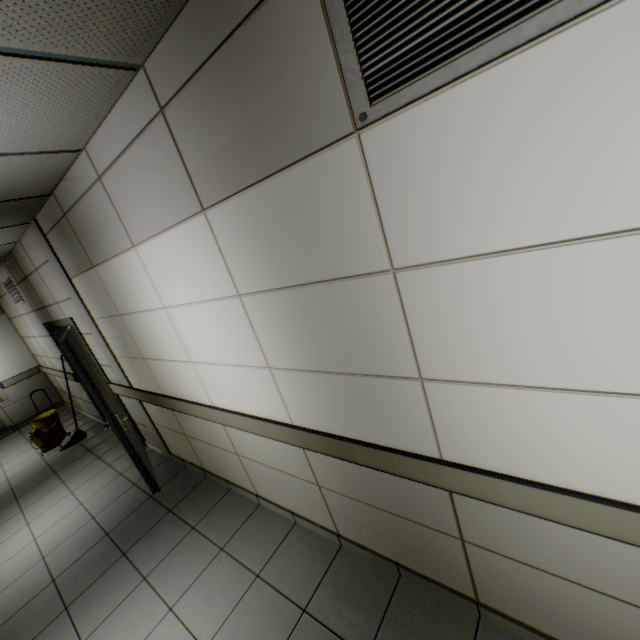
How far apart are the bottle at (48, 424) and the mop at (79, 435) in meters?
0.1

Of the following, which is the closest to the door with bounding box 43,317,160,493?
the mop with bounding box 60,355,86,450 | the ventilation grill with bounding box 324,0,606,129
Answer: the mop with bounding box 60,355,86,450

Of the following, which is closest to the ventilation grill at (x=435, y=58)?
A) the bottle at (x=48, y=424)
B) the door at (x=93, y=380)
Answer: the door at (x=93, y=380)

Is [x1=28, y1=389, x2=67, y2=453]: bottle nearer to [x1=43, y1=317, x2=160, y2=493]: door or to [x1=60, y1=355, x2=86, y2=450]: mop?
[x1=60, y1=355, x2=86, y2=450]: mop

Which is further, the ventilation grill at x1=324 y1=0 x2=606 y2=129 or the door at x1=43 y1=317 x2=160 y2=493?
the door at x1=43 y1=317 x2=160 y2=493

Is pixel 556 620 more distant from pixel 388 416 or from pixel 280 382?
pixel 280 382

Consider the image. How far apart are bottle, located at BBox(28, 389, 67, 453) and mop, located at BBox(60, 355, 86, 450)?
0.12m
